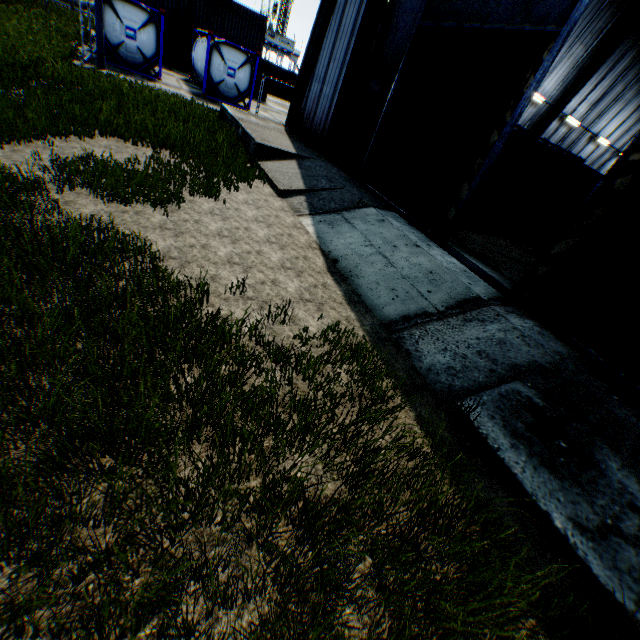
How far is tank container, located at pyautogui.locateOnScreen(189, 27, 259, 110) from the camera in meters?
18.4 m

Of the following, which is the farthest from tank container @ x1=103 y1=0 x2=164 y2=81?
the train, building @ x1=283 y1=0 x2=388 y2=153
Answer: the train

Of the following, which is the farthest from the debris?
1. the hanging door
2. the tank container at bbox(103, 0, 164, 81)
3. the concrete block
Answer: the tank container at bbox(103, 0, 164, 81)

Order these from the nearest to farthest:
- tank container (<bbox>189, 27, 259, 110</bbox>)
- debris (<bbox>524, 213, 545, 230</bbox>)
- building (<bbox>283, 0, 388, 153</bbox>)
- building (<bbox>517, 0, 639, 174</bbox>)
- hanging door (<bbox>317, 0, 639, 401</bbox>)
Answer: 1. hanging door (<bbox>317, 0, 639, 401</bbox>)
2. building (<bbox>283, 0, 388, 153</bbox>)
3. debris (<bbox>524, 213, 545, 230</bbox>)
4. building (<bbox>517, 0, 639, 174</bbox>)
5. tank container (<bbox>189, 27, 259, 110</bbox>)

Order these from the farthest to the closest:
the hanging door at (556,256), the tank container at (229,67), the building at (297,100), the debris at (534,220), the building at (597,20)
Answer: the tank container at (229,67) < the building at (597,20) < the debris at (534,220) < the building at (297,100) < the hanging door at (556,256)

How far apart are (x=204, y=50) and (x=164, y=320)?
23.3m

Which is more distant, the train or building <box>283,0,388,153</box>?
the train

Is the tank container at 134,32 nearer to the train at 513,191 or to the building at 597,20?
the building at 597,20
